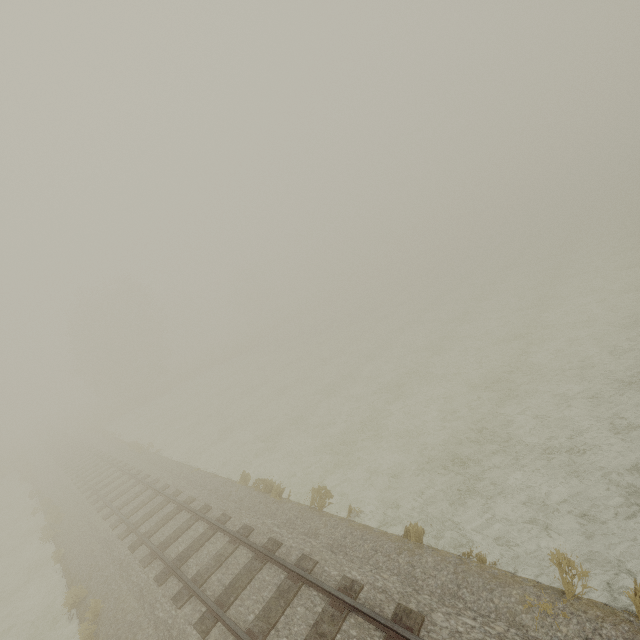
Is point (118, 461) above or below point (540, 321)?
above
